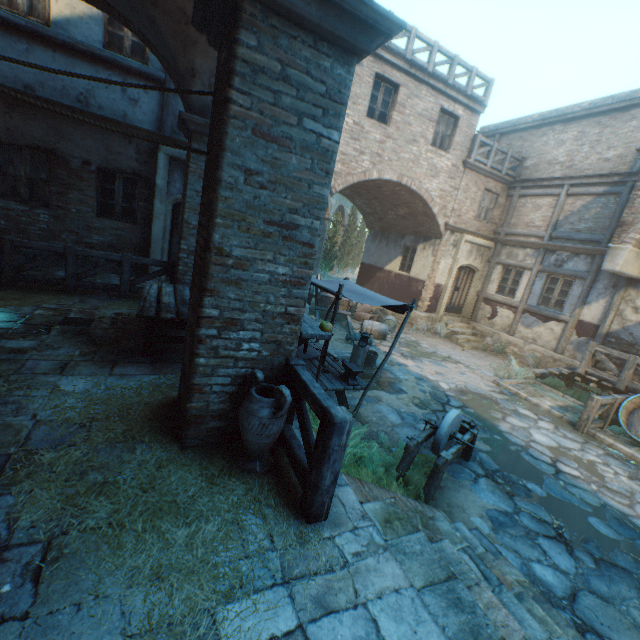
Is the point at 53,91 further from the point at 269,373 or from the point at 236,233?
the point at 269,373

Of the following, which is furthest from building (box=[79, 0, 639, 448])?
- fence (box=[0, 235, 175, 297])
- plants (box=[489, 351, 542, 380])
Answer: plants (box=[489, 351, 542, 380])

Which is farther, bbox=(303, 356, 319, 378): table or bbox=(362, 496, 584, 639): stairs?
bbox=(303, 356, 319, 378): table

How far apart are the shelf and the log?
4.5 meters

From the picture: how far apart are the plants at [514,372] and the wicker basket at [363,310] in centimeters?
517cm

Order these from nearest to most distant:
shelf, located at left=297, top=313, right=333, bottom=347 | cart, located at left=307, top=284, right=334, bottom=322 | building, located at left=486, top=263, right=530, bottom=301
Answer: shelf, located at left=297, top=313, right=333, bottom=347 < cart, located at left=307, top=284, right=334, bottom=322 < building, located at left=486, top=263, right=530, bottom=301

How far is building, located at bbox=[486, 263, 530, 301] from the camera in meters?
13.7 m

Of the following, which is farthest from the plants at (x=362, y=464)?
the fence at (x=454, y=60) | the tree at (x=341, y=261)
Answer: the tree at (x=341, y=261)
